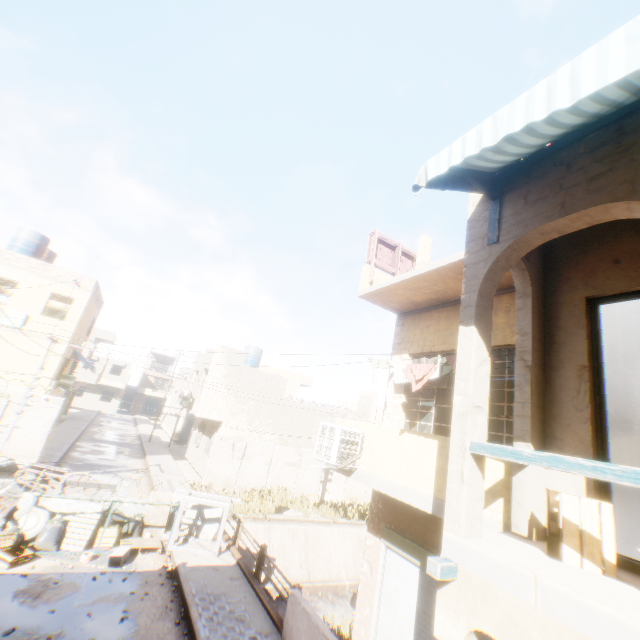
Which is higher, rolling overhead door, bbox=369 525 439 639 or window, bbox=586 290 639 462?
window, bbox=586 290 639 462

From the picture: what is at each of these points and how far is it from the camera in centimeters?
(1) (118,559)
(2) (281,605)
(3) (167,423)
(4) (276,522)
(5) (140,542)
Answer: (1) cardboard box, 930cm
(2) concrete channel, 1426cm
(3) building, 4078cm
(4) concrete channel, 1752cm
(5) wooden pallet, 1061cm

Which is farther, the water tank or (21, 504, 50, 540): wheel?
the water tank

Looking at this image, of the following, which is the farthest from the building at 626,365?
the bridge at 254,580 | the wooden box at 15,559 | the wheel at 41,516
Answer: the wooden box at 15,559

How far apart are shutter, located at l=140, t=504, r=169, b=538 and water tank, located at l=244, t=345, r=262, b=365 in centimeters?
1572cm

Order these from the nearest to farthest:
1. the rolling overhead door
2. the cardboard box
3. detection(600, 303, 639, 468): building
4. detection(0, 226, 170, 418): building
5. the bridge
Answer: detection(600, 303, 639, 468): building
the rolling overhead door
the bridge
the cardboard box
detection(0, 226, 170, 418): building

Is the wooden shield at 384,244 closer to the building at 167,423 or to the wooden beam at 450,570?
the building at 167,423

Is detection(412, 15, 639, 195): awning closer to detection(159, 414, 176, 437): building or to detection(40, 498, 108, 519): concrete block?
detection(159, 414, 176, 437): building
